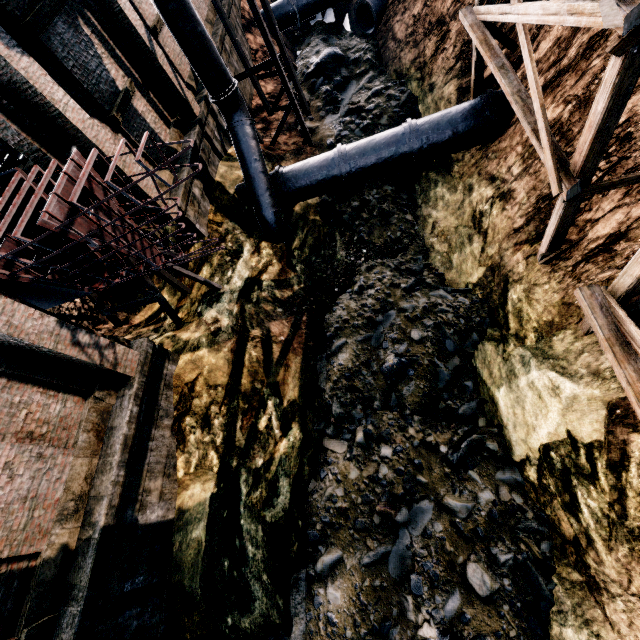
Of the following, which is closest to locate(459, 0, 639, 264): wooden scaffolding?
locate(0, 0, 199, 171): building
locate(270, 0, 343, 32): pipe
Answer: locate(0, 0, 199, 171): building

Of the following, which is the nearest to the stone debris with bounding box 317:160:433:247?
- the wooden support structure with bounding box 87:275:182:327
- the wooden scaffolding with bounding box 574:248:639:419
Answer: the wooden scaffolding with bounding box 574:248:639:419

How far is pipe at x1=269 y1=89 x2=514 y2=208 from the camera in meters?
11.9 m

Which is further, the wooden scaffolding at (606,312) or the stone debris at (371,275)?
the stone debris at (371,275)

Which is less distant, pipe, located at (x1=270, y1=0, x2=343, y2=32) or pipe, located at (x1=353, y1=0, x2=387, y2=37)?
pipe, located at (x1=353, y1=0, x2=387, y2=37)

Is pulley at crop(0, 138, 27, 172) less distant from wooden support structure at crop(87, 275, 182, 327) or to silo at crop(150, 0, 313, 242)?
wooden support structure at crop(87, 275, 182, 327)

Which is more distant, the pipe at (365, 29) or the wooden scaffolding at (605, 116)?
the pipe at (365, 29)

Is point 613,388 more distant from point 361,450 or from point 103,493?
point 103,493
